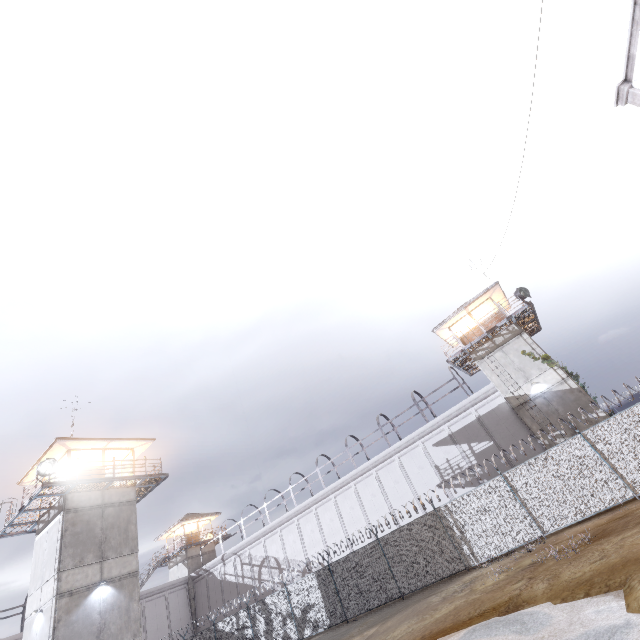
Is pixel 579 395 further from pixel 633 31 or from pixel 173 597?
pixel 173 597

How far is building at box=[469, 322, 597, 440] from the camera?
20.77m

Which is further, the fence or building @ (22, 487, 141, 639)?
building @ (22, 487, 141, 639)

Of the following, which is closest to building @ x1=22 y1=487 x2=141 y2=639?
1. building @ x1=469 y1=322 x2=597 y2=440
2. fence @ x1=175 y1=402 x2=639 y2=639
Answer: fence @ x1=175 y1=402 x2=639 y2=639

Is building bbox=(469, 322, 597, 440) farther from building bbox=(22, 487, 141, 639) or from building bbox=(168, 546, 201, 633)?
building bbox=(168, 546, 201, 633)

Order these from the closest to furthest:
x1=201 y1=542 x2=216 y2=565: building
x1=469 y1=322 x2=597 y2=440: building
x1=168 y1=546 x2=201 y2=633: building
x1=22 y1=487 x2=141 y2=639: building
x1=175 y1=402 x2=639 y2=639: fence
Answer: x1=175 y1=402 x2=639 y2=639: fence → x1=22 y1=487 x2=141 y2=639: building → x1=469 y1=322 x2=597 y2=440: building → x1=168 y1=546 x2=201 y2=633: building → x1=201 y1=542 x2=216 y2=565: building

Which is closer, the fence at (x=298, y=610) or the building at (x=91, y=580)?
the fence at (x=298, y=610)

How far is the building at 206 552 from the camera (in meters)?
39.65
